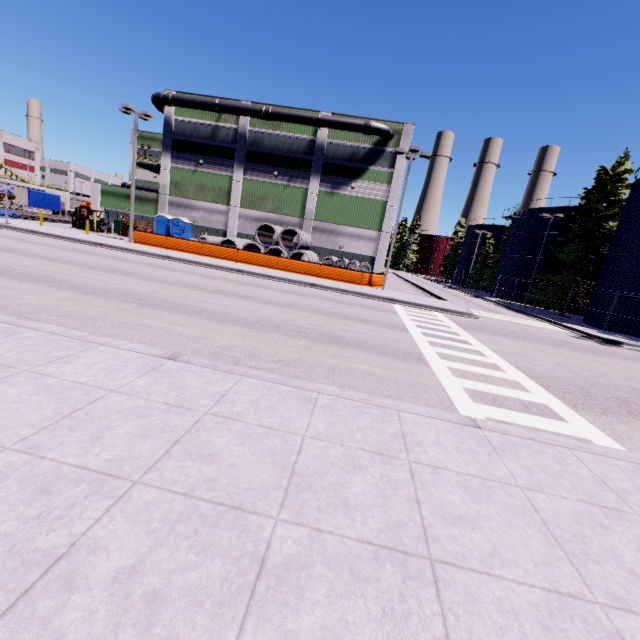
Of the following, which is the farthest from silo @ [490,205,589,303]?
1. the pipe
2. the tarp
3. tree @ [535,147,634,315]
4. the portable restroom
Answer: the portable restroom

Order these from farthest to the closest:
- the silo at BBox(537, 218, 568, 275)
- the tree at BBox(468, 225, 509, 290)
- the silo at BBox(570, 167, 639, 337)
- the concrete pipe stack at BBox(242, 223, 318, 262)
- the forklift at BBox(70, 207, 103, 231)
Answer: the tree at BBox(468, 225, 509, 290) → the silo at BBox(537, 218, 568, 275) → the forklift at BBox(70, 207, 103, 231) → the concrete pipe stack at BBox(242, 223, 318, 262) → the silo at BBox(570, 167, 639, 337)

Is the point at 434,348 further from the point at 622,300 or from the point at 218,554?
the point at 622,300

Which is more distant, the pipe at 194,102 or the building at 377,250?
the building at 377,250

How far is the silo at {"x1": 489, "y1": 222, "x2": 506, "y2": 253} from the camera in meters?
58.2

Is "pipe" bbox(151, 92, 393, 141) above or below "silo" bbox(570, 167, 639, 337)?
above

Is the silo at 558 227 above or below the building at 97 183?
above

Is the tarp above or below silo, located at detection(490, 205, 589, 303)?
below
